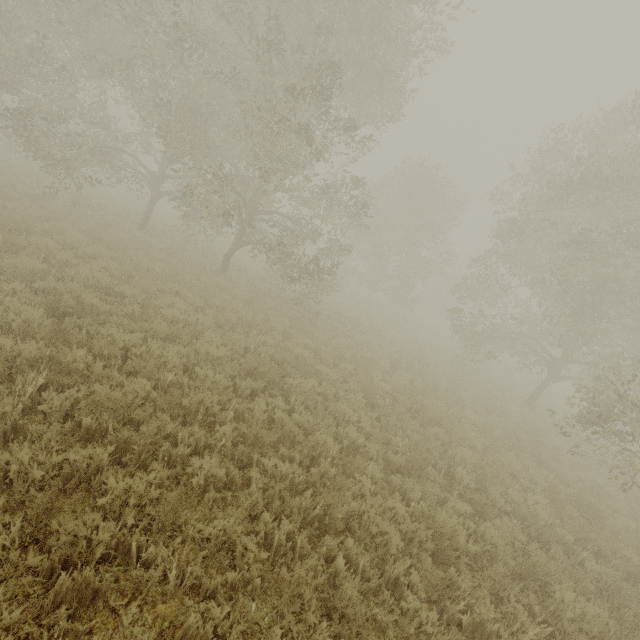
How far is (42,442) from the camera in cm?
378
